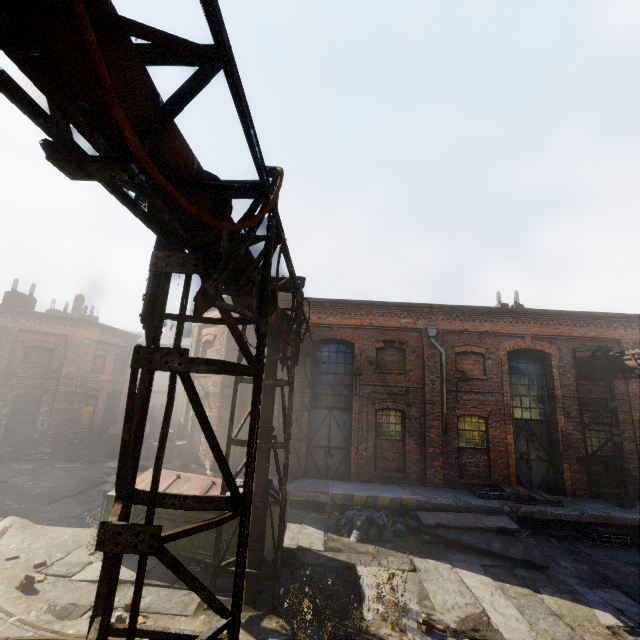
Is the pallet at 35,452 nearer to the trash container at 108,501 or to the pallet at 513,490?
the trash container at 108,501

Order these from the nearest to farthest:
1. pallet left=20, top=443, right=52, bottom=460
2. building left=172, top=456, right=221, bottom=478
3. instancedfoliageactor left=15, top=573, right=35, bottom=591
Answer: instancedfoliageactor left=15, top=573, right=35, bottom=591, building left=172, top=456, right=221, bottom=478, pallet left=20, top=443, right=52, bottom=460

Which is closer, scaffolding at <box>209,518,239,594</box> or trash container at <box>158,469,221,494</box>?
scaffolding at <box>209,518,239,594</box>

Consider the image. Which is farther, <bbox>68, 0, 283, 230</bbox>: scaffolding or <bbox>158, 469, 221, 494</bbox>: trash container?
<bbox>158, 469, 221, 494</bbox>: trash container

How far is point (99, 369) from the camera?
21.72m

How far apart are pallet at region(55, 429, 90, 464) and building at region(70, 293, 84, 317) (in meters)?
8.69

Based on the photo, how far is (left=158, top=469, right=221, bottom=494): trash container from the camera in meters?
8.6

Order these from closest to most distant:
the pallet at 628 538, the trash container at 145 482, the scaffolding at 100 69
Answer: the scaffolding at 100 69
the trash container at 145 482
the pallet at 628 538
